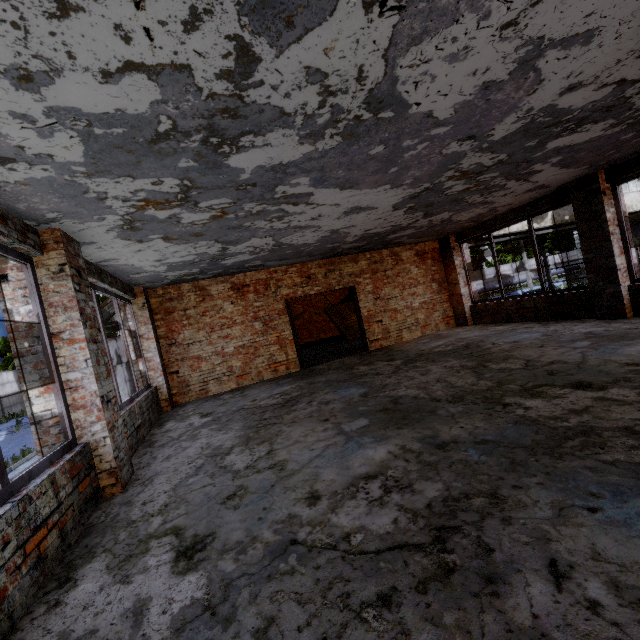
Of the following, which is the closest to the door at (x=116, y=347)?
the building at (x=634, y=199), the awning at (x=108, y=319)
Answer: the awning at (x=108, y=319)

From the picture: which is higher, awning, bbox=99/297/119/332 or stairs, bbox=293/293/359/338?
awning, bbox=99/297/119/332

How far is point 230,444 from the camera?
4.6m

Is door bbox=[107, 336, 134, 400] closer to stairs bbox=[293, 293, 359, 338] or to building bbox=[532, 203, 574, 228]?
stairs bbox=[293, 293, 359, 338]

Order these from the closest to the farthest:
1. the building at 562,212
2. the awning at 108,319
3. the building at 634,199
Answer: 1. the awning at 108,319
2. the building at 562,212
3. the building at 634,199

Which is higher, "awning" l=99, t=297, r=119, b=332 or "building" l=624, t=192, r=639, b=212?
"building" l=624, t=192, r=639, b=212

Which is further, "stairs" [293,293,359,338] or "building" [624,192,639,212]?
"building" [624,192,639,212]

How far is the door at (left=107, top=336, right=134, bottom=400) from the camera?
9.0m
